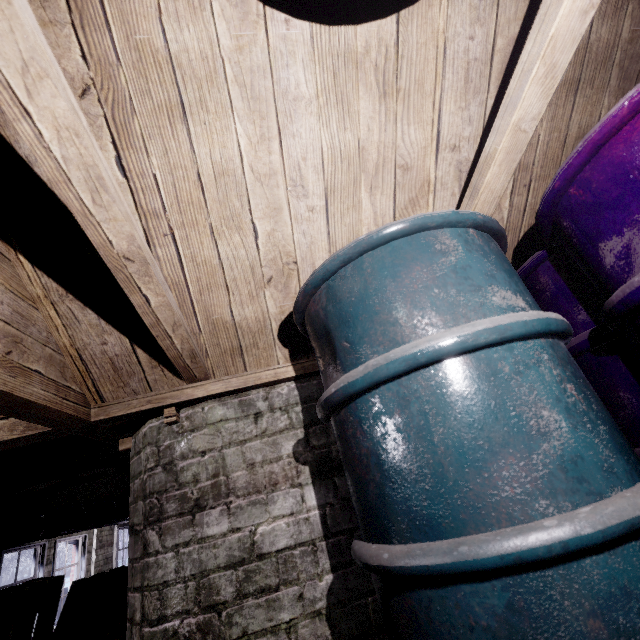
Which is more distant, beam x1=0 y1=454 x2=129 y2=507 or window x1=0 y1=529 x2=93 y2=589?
window x1=0 y1=529 x2=93 y2=589

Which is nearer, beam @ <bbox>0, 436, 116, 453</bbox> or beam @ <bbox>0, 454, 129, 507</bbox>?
beam @ <bbox>0, 436, 116, 453</bbox>

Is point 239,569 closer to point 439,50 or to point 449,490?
point 449,490

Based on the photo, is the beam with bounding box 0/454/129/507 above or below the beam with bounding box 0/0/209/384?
above

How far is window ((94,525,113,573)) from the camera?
6.3 meters

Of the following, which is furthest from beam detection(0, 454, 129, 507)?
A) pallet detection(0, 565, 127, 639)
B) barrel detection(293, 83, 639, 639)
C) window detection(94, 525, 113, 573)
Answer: barrel detection(293, 83, 639, 639)

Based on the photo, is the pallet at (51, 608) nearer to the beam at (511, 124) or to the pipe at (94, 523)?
the pipe at (94, 523)

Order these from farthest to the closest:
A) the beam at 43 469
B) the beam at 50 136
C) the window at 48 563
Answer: the window at 48 563 → the beam at 43 469 → the beam at 50 136
